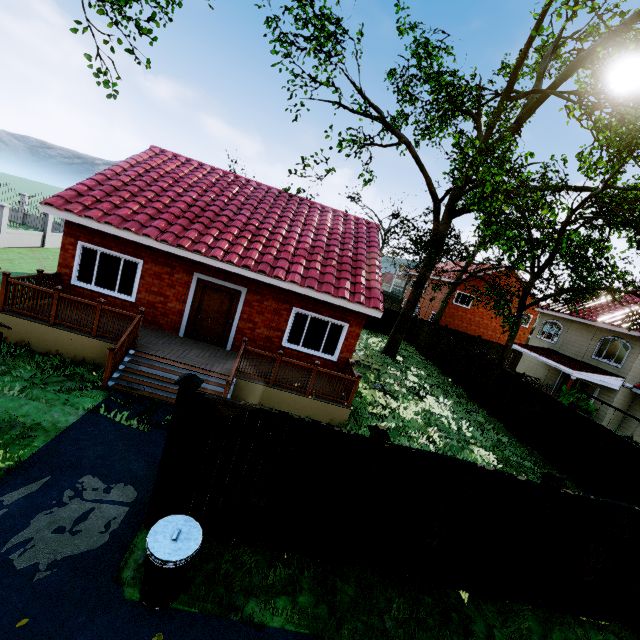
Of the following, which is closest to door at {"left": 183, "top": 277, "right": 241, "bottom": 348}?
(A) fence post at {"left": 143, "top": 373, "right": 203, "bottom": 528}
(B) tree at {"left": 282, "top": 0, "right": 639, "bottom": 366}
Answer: (A) fence post at {"left": 143, "top": 373, "right": 203, "bottom": 528}

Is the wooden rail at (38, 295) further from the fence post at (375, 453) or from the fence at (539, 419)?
the fence post at (375, 453)

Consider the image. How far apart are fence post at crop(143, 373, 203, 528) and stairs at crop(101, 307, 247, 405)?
3.1 meters

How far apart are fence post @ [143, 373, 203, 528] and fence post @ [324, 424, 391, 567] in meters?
2.6 m

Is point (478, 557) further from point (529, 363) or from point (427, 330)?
point (529, 363)

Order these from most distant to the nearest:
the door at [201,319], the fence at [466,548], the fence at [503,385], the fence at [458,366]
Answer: the fence at [458,366]
the fence at [503,385]
the door at [201,319]
the fence at [466,548]

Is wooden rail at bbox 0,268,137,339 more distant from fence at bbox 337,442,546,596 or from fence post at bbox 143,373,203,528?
fence post at bbox 143,373,203,528

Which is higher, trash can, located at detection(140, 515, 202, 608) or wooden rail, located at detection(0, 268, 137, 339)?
wooden rail, located at detection(0, 268, 137, 339)
